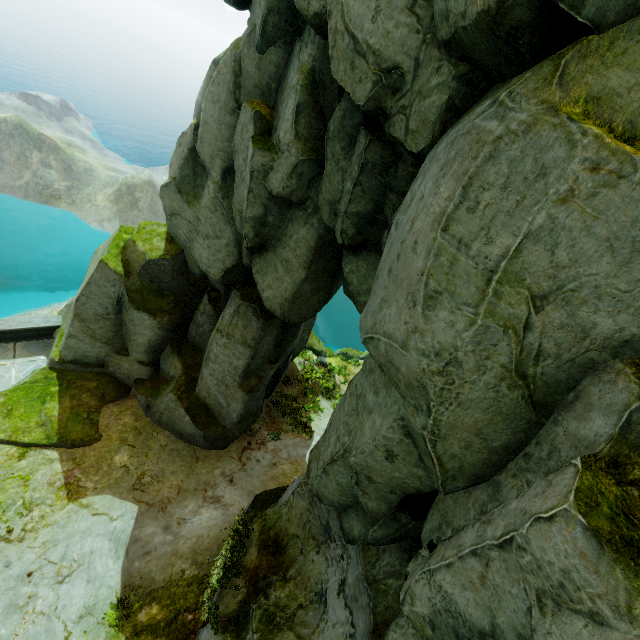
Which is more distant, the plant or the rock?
the plant

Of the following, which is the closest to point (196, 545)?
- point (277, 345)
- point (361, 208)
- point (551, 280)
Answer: point (277, 345)

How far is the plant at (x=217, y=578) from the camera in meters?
7.0 m

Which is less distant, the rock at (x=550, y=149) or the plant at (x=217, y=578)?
the rock at (x=550, y=149)

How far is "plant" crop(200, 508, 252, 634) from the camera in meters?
7.0
